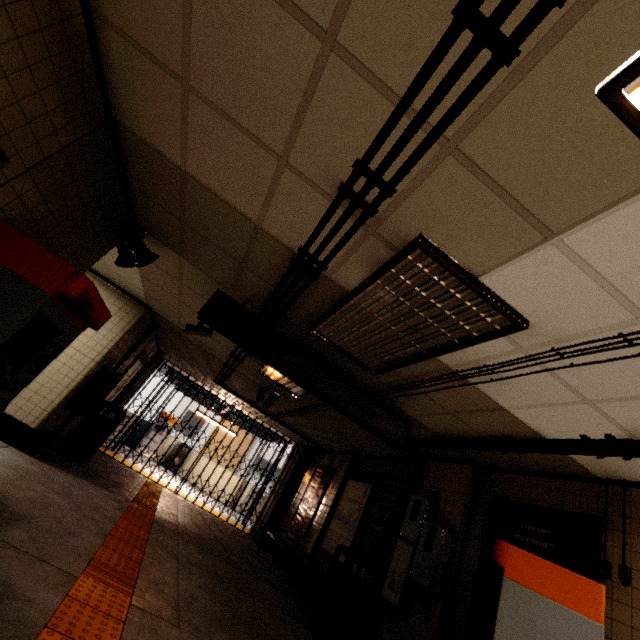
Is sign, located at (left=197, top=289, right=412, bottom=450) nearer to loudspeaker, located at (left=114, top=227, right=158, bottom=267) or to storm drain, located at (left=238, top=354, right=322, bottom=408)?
storm drain, located at (left=238, top=354, right=322, bottom=408)

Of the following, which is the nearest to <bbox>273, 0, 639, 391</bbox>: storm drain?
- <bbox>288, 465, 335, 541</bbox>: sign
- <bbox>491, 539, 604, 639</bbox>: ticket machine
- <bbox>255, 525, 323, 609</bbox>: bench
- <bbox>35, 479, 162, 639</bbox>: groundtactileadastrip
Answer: <bbox>491, 539, 604, 639</bbox>: ticket machine

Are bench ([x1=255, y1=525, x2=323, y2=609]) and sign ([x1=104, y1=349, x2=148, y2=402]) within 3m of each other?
no

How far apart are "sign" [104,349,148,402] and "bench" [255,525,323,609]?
5.0 meters

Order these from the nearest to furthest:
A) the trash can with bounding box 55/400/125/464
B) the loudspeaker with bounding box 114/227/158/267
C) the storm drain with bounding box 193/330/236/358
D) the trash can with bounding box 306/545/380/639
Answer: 1. the loudspeaker with bounding box 114/227/158/267
2. the trash can with bounding box 306/545/380/639
3. the storm drain with bounding box 193/330/236/358
4. the trash can with bounding box 55/400/125/464

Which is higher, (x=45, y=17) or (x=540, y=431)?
(x=540, y=431)

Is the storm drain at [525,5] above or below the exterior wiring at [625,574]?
above

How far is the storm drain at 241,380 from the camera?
7.55m
